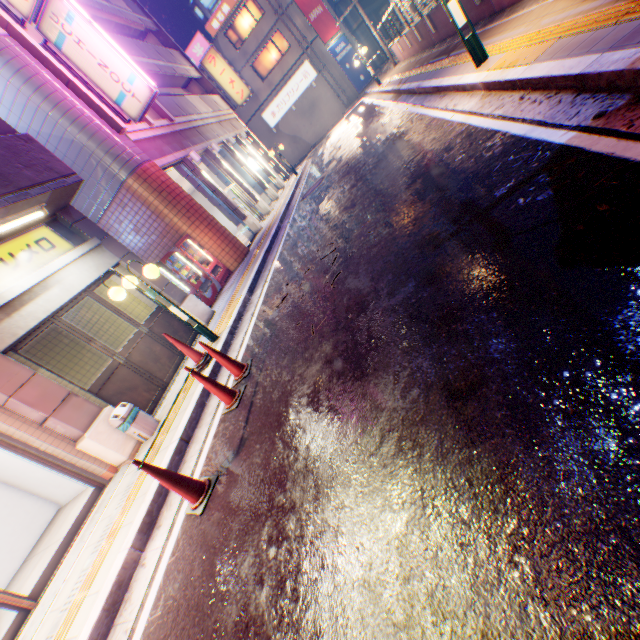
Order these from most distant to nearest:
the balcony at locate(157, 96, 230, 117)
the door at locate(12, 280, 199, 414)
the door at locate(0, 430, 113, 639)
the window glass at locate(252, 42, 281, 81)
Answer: the window glass at locate(252, 42, 281, 81) < the balcony at locate(157, 96, 230, 117) < the door at locate(12, 280, 199, 414) < the door at locate(0, 430, 113, 639)

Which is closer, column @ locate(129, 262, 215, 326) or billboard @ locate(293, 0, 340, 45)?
column @ locate(129, 262, 215, 326)

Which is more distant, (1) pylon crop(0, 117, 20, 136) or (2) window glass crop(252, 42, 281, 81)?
(2) window glass crop(252, 42, 281, 81)

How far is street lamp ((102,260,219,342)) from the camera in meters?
6.0

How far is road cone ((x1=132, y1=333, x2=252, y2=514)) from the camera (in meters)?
3.31

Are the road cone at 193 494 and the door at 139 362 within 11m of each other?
yes

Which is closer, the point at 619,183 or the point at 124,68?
the point at 619,183

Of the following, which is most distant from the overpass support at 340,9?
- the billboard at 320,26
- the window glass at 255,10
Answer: the window glass at 255,10
